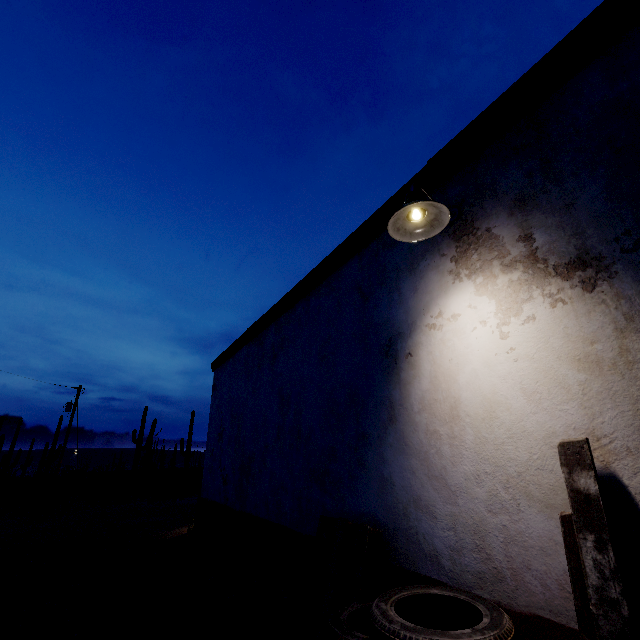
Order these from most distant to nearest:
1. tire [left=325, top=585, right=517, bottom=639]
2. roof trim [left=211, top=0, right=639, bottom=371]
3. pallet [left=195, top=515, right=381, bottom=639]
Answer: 1. pallet [left=195, top=515, right=381, bottom=639]
2. roof trim [left=211, top=0, right=639, bottom=371]
3. tire [left=325, top=585, right=517, bottom=639]

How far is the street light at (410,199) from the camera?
2.4m

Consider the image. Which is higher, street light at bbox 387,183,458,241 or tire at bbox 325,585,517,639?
street light at bbox 387,183,458,241

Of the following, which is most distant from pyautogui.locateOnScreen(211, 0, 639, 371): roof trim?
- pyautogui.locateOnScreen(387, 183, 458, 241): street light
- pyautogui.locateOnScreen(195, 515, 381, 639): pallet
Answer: pyautogui.locateOnScreen(195, 515, 381, 639): pallet

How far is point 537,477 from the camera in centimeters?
190cm

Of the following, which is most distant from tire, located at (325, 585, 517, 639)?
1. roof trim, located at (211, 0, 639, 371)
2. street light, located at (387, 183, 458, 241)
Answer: roof trim, located at (211, 0, 639, 371)

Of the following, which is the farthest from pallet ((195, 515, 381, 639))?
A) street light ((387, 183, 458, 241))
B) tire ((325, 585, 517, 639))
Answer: street light ((387, 183, 458, 241))

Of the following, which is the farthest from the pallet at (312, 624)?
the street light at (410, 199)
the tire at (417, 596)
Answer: the street light at (410, 199)
